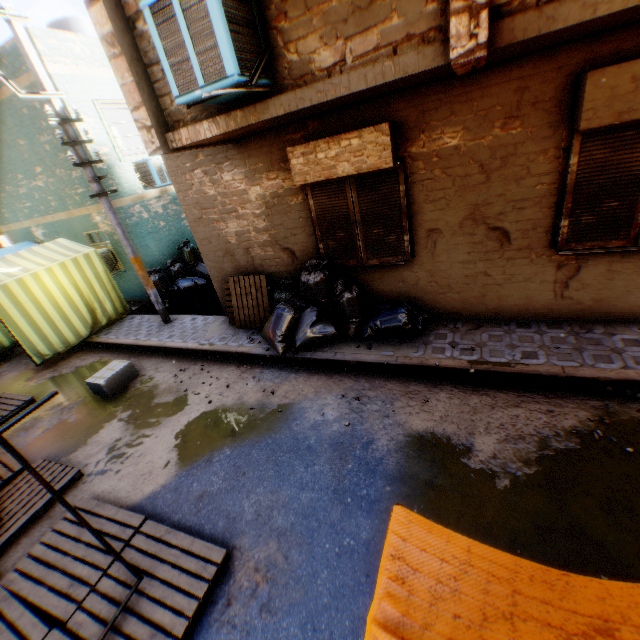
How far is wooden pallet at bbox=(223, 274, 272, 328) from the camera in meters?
7.0 m

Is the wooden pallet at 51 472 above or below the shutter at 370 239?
below

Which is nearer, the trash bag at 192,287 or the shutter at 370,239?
the shutter at 370,239

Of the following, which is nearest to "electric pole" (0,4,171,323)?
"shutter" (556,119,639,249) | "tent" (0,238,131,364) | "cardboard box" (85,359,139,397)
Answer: "tent" (0,238,131,364)

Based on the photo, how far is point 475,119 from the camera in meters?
4.3 m

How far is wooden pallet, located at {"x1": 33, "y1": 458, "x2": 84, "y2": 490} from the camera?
4.6m

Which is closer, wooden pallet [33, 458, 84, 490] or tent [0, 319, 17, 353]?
wooden pallet [33, 458, 84, 490]

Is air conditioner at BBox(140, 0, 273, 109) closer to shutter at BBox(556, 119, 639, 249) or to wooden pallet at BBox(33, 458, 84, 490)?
shutter at BBox(556, 119, 639, 249)
